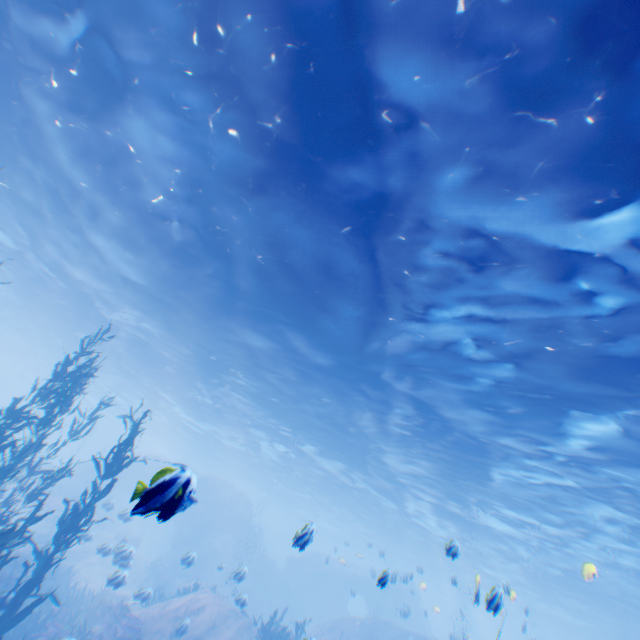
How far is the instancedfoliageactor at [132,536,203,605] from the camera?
15.3 meters

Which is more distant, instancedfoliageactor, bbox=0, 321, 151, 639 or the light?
instancedfoliageactor, bbox=0, 321, 151, 639

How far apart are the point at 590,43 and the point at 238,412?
25.2 meters

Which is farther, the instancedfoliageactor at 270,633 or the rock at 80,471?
the rock at 80,471

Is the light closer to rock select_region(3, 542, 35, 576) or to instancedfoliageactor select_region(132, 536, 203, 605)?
rock select_region(3, 542, 35, 576)

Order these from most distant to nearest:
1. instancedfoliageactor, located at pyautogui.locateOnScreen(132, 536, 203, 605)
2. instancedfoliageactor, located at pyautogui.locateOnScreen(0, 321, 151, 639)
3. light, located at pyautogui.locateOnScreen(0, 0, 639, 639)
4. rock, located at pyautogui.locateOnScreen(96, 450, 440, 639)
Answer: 1. instancedfoliageactor, located at pyautogui.locateOnScreen(132, 536, 203, 605)
2. rock, located at pyautogui.locateOnScreen(96, 450, 440, 639)
3. instancedfoliageactor, located at pyautogui.locateOnScreen(0, 321, 151, 639)
4. light, located at pyautogui.locateOnScreen(0, 0, 639, 639)

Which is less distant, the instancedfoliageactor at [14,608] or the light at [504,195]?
the light at [504,195]

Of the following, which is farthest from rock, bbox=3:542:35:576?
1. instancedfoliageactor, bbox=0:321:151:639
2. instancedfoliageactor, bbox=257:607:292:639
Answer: instancedfoliageactor, bbox=257:607:292:639
